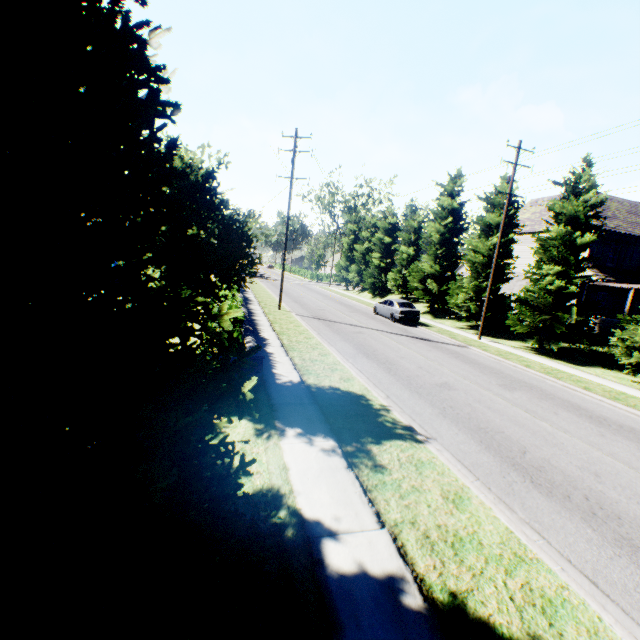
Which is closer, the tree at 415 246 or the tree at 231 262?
the tree at 231 262

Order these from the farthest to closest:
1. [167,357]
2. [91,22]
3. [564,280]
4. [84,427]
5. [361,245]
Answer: [361,245]
[564,280]
[167,357]
[91,22]
[84,427]

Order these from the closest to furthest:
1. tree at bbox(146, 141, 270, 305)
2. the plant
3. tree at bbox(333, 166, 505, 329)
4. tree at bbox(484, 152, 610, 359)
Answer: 1. the plant
2. tree at bbox(146, 141, 270, 305)
3. tree at bbox(484, 152, 610, 359)
4. tree at bbox(333, 166, 505, 329)

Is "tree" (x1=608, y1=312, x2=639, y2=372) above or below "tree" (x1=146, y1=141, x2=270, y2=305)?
below

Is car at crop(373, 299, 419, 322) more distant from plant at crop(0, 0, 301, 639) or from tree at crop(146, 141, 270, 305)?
plant at crop(0, 0, 301, 639)

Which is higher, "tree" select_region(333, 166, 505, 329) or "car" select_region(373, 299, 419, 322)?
"tree" select_region(333, 166, 505, 329)

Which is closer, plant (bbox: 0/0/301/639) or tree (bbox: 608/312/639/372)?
plant (bbox: 0/0/301/639)

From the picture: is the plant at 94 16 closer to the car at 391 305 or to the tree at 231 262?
the tree at 231 262
